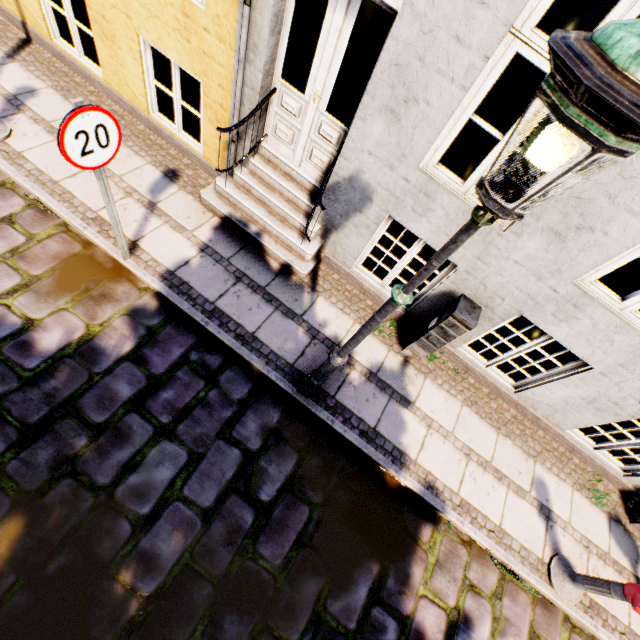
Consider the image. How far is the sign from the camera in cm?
247

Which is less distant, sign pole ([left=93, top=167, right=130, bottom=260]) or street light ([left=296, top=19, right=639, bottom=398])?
street light ([left=296, top=19, right=639, bottom=398])

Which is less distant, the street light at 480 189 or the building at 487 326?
the street light at 480 189

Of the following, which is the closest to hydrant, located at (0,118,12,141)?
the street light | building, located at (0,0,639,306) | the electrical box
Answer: building, located at (0,0,639,306)

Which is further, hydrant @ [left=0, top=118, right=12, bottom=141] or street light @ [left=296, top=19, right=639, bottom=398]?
hydrant @ [left=0, top=118, right=12, bottom=141]

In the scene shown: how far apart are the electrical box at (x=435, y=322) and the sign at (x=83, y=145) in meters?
3.8 m

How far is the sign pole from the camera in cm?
302

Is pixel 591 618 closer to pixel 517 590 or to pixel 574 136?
pixel 517 590
